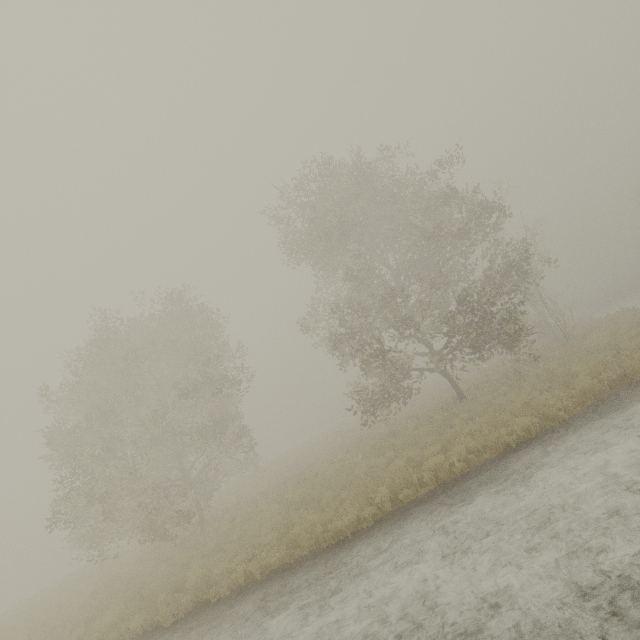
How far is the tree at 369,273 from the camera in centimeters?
1606cm

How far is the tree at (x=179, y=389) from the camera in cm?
1576

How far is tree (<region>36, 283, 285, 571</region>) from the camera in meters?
15.8

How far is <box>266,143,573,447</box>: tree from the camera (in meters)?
16.06

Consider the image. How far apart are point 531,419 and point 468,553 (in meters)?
5.51
